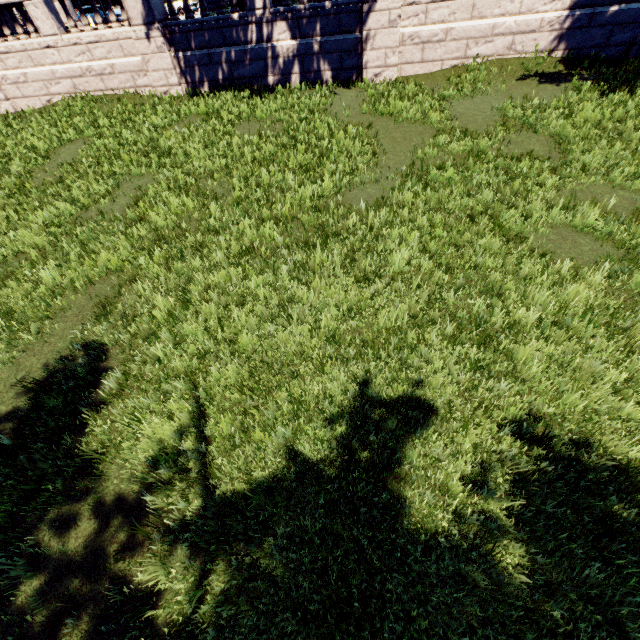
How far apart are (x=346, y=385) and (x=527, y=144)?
9.53m
